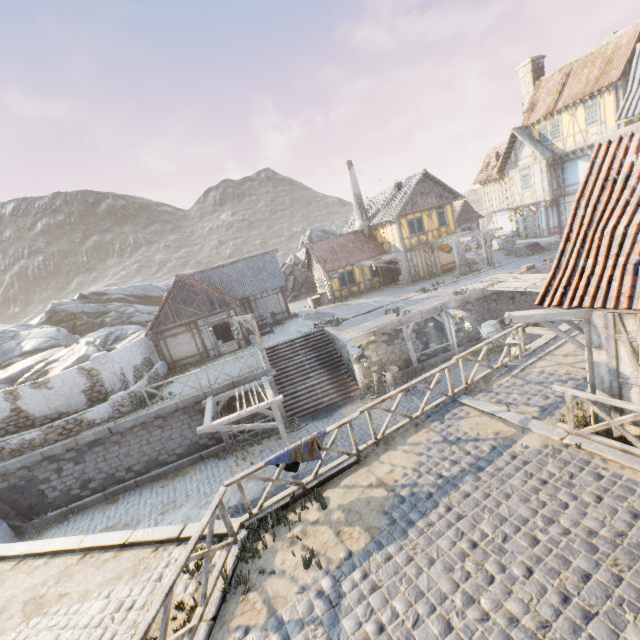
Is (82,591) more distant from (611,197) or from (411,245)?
(411,245)

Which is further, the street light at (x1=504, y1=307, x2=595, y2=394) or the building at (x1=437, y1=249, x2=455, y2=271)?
the building at (x1=437, y1=249, x2=455, y2=271)

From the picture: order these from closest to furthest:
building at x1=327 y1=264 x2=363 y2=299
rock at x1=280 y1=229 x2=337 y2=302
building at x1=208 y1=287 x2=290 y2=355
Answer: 1. building at x1=208 y1=287 x2=290 y2=355
2. building at x1=327 y1=264 x2=363 y2=299
3. rock at x1=280 y1=229 x2=337 y2=302

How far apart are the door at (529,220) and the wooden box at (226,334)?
25.87m

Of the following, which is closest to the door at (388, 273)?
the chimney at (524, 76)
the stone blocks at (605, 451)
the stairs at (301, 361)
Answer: the stairs at (301, 361)

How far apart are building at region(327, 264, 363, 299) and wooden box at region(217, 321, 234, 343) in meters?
8.6 m

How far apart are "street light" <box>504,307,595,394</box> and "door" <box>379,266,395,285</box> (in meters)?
23.56

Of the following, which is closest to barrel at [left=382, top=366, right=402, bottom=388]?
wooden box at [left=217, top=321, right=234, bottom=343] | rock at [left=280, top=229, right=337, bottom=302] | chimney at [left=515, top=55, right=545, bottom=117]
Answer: wooden box at [left=217, top=321, right=234, bottom=343]
